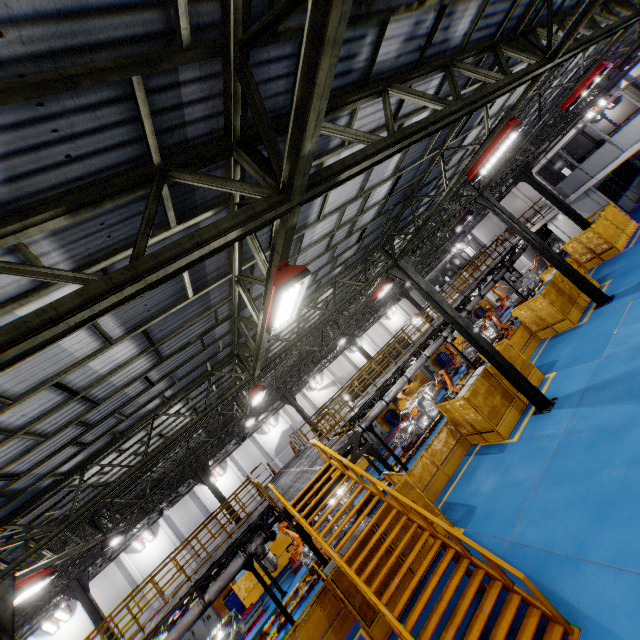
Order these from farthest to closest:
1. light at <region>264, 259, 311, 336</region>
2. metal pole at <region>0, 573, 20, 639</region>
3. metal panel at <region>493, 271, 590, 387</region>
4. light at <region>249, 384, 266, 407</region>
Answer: metal panel at <region>493, 271, 590, 387</region> < light at <region>249, 384, 266, 407</region> < metal pole at <region>0, 573, 20, 639</region> < light at <region>264, 259, 311, 336</region>

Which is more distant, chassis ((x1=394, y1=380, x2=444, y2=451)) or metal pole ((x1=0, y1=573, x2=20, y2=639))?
chassis ((x1=394, y1=380, x2=444, y2=451))

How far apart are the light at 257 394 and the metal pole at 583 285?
14.20m

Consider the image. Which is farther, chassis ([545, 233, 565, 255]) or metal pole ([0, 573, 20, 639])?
chassis ([545, 233, 565, 255])

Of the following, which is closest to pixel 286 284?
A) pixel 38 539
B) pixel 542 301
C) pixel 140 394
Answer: pixel 140 394

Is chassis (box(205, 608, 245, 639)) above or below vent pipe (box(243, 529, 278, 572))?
below

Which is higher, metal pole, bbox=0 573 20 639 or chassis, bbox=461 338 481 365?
A: metal pole, bbox=0 573 20 639

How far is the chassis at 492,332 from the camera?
22.98m
